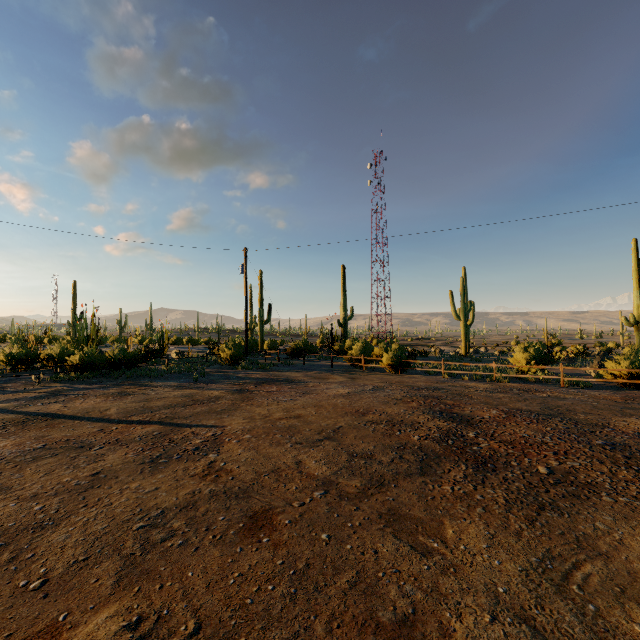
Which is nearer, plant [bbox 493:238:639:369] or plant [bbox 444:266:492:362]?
plant [bbox 493:238:639:369]

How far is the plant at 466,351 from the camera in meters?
31.3 m

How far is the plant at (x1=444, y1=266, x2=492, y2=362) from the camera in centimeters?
3128cm

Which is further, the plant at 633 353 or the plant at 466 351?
the plant at 466 351

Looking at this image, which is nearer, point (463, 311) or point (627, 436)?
point (627, 436)
